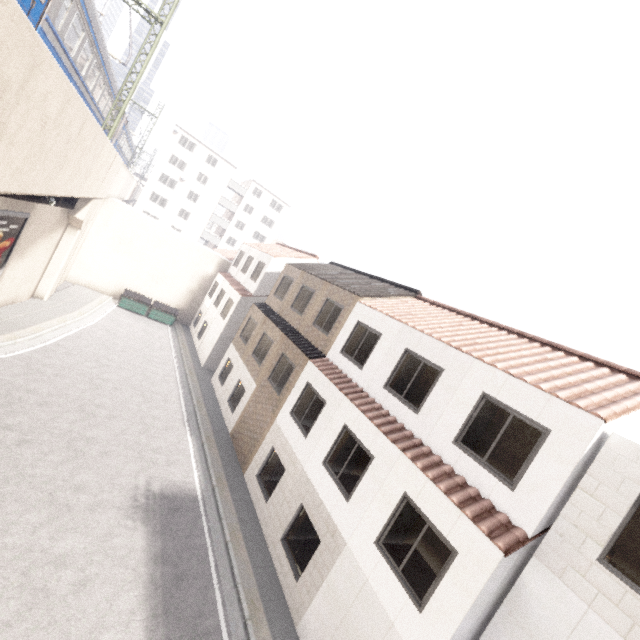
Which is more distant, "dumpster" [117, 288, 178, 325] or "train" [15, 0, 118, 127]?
"dumpster" [117, 288, 178, 325]

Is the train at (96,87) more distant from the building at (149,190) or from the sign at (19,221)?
the sign at (19,221)

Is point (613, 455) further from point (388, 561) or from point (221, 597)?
point (221, 597)

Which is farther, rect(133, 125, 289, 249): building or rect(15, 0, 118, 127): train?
rect(133, 125, 289, 249): building

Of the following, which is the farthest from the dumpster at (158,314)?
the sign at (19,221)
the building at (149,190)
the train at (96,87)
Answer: the building at (149,190)

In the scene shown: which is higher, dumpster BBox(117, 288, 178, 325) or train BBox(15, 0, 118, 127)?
train BBox(15, 0, 118, 127)

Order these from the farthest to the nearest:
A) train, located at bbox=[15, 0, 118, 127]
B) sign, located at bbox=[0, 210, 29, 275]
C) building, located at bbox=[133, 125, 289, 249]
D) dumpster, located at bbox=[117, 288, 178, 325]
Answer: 1. building, located at bbox=[133, 125, 289, 249]
2. dumpster, located at bbox=[117, 288, 178, 325]
3. sign, located at bbox=[0, 210, 29, 275]
4. train, located at bbox=[15, 0, 118, 127]

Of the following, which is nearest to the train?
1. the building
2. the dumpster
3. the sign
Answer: the building
